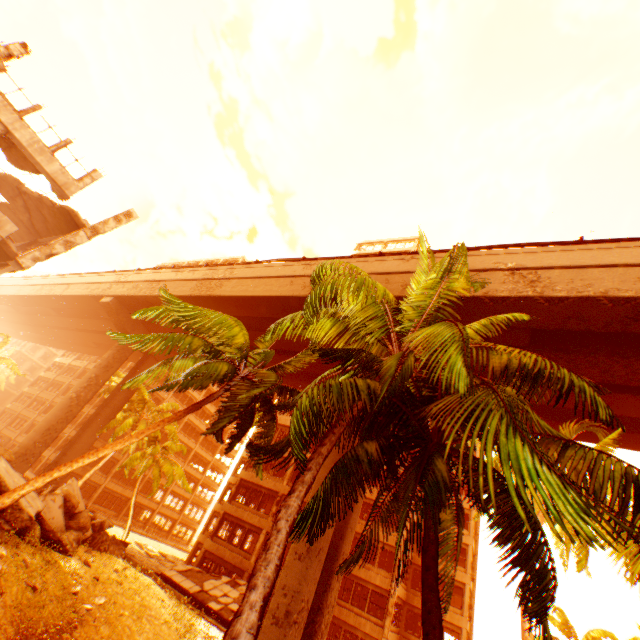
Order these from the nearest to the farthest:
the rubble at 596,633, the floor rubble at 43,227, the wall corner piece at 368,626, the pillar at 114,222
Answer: the pillar at 114,222 < the floor rubble at 43,227 < the wall corner piece at 368,626 < the rubble at 596,633

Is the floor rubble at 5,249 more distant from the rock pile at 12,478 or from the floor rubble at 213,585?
the floor rubble at 213,585

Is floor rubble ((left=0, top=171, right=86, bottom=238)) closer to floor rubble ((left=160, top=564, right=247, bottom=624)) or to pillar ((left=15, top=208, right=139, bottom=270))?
pillar ((left=15, top=208, right=139, bottom=270))

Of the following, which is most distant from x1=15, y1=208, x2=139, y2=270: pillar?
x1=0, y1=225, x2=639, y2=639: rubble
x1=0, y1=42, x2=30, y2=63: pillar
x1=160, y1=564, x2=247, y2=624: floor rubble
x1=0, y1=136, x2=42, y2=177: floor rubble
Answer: x1=160, y1=564, x2=247, y2=624: floor rubble

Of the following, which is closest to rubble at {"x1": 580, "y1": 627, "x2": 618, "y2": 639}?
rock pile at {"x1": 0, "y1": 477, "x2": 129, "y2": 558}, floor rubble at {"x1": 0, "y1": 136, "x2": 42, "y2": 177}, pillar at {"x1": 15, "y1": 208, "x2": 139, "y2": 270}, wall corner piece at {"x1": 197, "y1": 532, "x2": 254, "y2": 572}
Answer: rock pile at {"x1": 0, "y1": 477, "x2": 129, "y2": 558}

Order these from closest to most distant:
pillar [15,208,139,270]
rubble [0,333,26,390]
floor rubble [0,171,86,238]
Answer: pillar [15,208,139,270] < floor rubble [0,171,86,238] < rubble [0,333,26,390]

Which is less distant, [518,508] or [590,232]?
[518,508]

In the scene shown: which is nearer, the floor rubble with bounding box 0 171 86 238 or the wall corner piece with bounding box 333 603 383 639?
the floor rubble with bounding box 0 171 86 238
